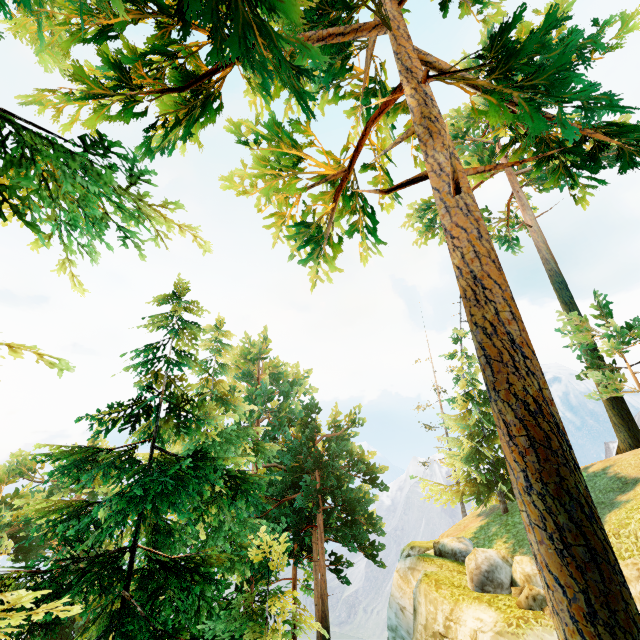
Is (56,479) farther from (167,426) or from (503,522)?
(503,522)

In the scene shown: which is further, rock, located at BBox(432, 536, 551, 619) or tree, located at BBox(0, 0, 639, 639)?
rock, located at BBox(432, 536, 551, 619)

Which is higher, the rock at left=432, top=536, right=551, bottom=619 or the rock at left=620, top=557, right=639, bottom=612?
the rock at left=620, top=557, right=639, bottom=612

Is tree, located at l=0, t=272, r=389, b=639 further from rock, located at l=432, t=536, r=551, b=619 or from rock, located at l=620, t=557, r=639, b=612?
rock, located at l=620, t=557, r=639, b=612

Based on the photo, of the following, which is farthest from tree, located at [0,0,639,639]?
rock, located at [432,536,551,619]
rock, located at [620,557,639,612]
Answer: rock, located at [620,557,639,612]

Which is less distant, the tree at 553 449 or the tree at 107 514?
the tree at 553 449

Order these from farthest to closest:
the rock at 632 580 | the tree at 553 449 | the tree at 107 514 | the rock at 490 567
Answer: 1. the rock at 490 567
2. the rock at 632 580
3. the tree at 107 514
4. the tree at 553 449
